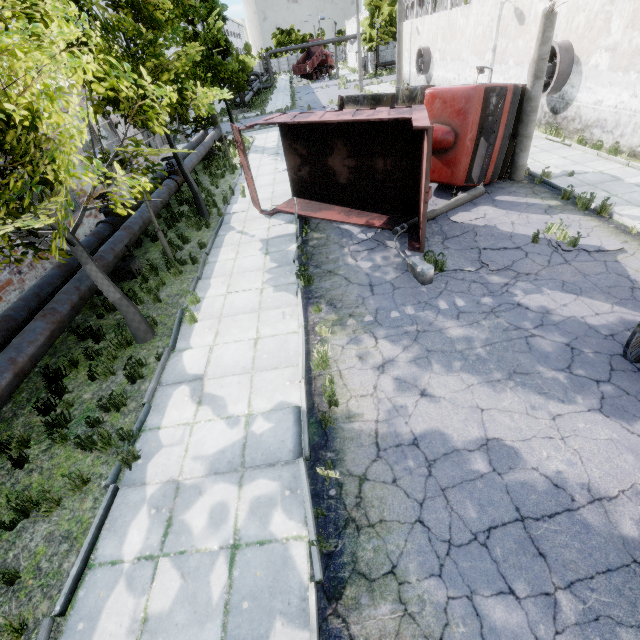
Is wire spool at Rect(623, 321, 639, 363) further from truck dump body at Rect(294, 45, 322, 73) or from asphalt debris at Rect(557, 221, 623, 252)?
truck dump body at Rect(294, 45, 322, 73)

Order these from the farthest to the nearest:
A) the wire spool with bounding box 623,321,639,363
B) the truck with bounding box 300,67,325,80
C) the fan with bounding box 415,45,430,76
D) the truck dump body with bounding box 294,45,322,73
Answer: the truck with bounding box 300,67,325,80, the truck dump body with bounding box 294,45,322,73, the fan with bounding box 415,45,430,76, the wire spool with bounding box 623,321,639,363

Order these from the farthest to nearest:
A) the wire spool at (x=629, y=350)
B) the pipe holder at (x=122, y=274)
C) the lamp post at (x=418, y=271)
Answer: the pipe holder at (x=122, y=274) < the lamp post at (x=418, y=271) < the wire spool at (x=629, y=350)

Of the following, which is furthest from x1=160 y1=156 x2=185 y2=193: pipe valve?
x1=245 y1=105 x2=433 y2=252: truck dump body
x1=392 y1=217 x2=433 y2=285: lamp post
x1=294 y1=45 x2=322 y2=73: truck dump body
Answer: x1=294 y1=45 x2=322 y2=73: truck dump body

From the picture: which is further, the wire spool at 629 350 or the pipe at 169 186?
the pipe at 169 186

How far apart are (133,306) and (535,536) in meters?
8.2 m

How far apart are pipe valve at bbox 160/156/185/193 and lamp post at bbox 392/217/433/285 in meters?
10.2 m

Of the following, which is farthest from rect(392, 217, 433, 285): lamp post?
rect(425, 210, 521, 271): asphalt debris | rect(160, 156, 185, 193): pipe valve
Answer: rect(160, 156, 185, 193): pipe valve
